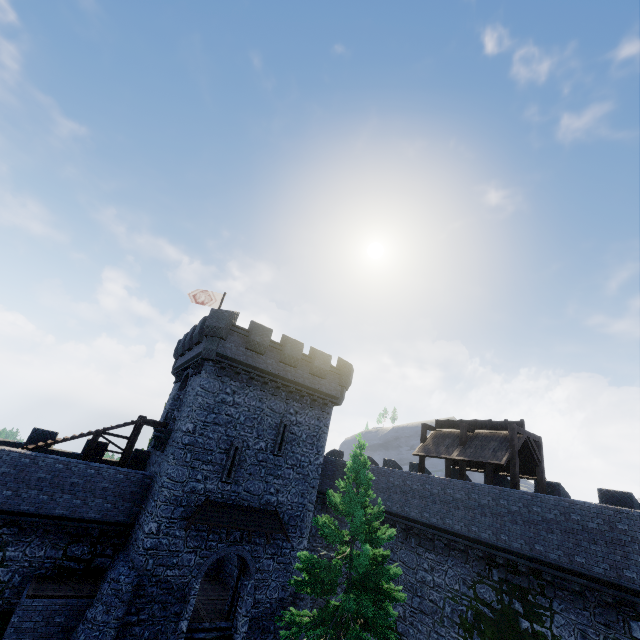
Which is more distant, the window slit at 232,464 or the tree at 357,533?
the window slit at 232,464

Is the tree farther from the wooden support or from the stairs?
the wooden support

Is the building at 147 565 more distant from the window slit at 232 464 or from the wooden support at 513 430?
the wooden support at 513 430

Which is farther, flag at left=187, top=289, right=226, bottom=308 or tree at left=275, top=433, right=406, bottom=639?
flag at left=187, top=289, right=226, bottom=308

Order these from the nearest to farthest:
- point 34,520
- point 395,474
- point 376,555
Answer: point 376,555 < point 34,520 < point 395,474

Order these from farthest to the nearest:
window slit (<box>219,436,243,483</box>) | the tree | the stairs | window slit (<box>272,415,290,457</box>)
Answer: window slit (<box>272,415,290,457</box>)
window slit (<box>219,436,243,483</box>)
the stairs
the tree

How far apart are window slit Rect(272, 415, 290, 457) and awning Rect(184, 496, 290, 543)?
2.7m

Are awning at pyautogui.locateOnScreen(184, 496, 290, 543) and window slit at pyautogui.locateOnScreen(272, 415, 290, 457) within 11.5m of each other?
yes
